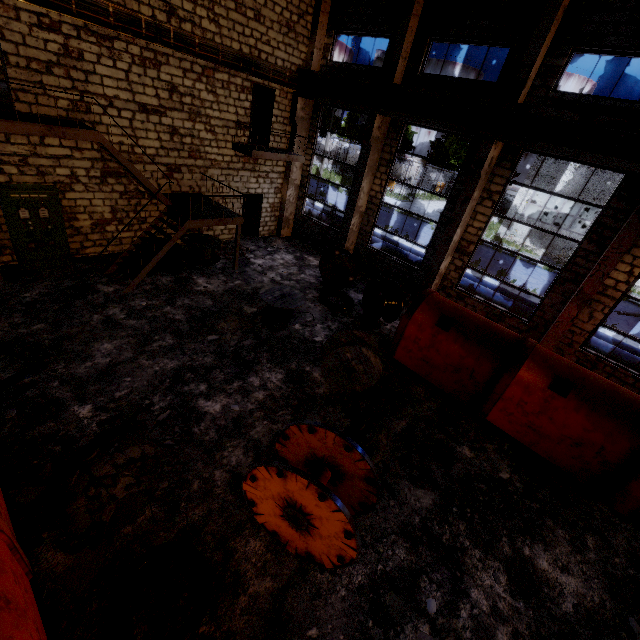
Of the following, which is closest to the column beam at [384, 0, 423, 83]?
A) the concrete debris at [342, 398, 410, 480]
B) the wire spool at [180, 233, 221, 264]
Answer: the wire spool at [180, 233, 221, 264]

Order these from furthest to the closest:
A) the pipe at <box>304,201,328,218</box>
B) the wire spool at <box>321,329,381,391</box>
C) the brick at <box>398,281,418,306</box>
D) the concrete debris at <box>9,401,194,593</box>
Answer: the pipe at <box>304,201,328,218</box>
the brick at <box>398,281,418,306</box>
the wire spool at <box>321,329,381,391</box>
the concrete debris at <box>9,401,194,593</box>

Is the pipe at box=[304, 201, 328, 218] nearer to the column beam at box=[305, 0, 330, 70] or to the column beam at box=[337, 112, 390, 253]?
the column beam at box=[337, 112, 390, 253]

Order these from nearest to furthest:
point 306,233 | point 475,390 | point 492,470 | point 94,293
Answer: point 492,470 → point 475,390 → point 94,293 → point 306,233

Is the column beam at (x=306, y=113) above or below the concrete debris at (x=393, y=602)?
above

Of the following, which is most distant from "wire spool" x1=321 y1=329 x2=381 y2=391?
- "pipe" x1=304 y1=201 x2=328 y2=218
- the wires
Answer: "pipe" x1=304 y1=201 x2=328 y2=218

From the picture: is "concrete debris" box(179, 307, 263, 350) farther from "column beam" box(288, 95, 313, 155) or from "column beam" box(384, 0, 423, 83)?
"column beam" box(384, 0, 423, 83)

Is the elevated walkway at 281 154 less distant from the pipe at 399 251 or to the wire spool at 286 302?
the pipe at 399 251
